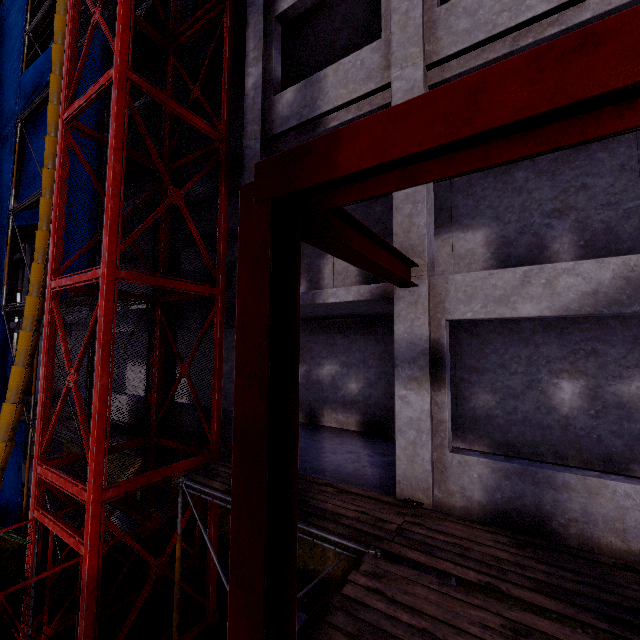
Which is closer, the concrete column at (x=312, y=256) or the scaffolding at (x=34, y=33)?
the concrete column at (x=312, y=256)

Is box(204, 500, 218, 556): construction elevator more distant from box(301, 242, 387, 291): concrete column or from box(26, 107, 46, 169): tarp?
box(301, 242, 387, 291): concrete column

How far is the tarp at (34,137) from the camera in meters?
12.8 m

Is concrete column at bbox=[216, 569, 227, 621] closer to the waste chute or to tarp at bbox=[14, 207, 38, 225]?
tarp at bbox=[14, 207, 38, 225]

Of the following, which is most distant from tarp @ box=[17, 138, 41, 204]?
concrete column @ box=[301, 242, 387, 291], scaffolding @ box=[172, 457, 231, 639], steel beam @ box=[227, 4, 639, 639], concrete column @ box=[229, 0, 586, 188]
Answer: steel beam @ box=[227, 4, 639, 639]

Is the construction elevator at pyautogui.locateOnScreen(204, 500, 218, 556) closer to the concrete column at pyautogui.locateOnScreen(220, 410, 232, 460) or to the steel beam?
the concrete column at pyautogui.locateOnScreen(220, 410, 232, 460)

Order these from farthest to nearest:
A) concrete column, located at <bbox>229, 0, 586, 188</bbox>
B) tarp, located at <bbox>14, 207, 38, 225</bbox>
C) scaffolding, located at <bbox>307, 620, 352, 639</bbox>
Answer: tarp, located at <bbox>14, 207, 38, 225</bbox> < concrete column, located at <bbox>229, 0, 586, 188</bbox> < scaffolding, located at <bbox>307, 620, 352, 639</bbox>

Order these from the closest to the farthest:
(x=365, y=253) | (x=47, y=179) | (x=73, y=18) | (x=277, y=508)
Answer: (x=277, y=508)
(x=365, y=253)
(x=73, y=18)
(x=47, y=179)
